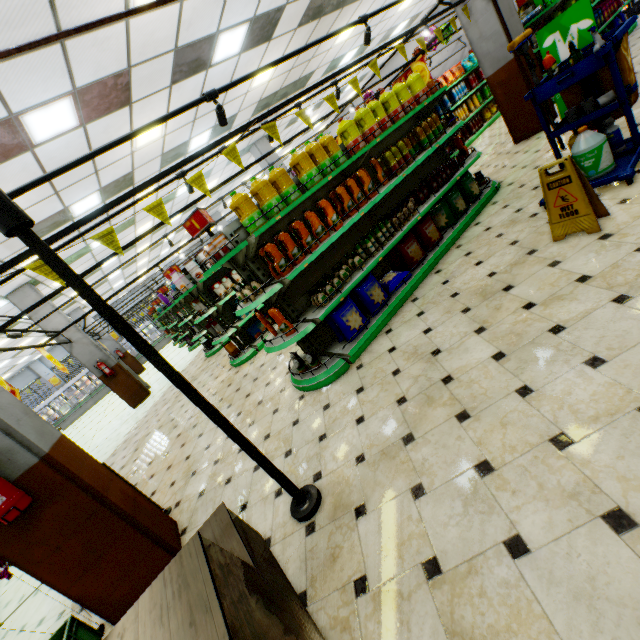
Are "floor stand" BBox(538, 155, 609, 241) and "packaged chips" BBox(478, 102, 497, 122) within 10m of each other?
no

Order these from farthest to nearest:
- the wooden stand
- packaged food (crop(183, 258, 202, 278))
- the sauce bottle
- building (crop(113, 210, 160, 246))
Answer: building (crop(113, 210, 160, 246)) < packaged food (crop(183, 258, 202, 278)) < the sauce bottle < the wooden stand

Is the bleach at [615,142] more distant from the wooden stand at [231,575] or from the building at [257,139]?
the wooden stand at [231,575]

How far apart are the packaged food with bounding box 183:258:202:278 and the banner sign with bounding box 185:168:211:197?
3.5 meters

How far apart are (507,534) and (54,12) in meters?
6.1 m

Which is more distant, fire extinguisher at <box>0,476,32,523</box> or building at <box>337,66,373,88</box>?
building at <box>337,66,373,88</box>

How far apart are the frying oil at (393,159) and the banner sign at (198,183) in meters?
2.6

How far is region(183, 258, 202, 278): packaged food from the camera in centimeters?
668cm
